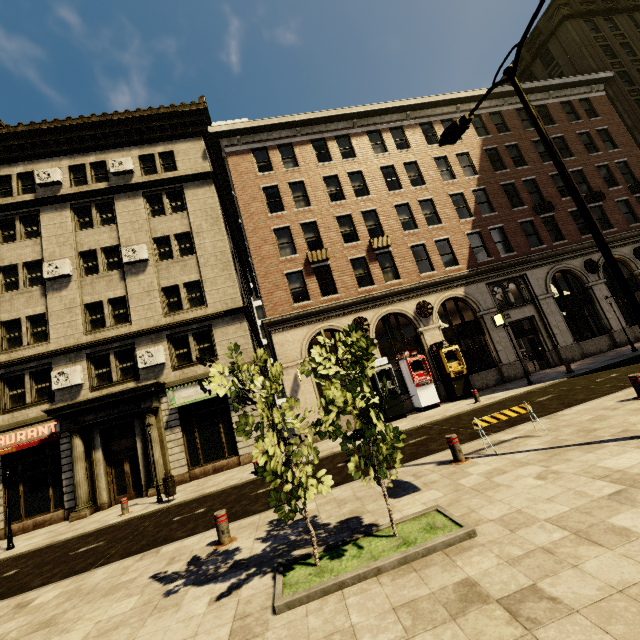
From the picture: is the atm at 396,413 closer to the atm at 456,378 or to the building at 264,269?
the building at 264,269

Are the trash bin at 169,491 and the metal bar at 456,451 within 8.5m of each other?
no

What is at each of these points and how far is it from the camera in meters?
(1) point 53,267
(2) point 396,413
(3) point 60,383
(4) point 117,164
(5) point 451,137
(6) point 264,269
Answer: (1) air conditioner, 17.2
(2) atm, 16.1
(3) air conditioner, 15.7
(4) air conditioner, 19.2
(5) street light, 8.8
(6) building, 18.7

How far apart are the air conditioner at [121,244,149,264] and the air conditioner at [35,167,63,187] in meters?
5.7

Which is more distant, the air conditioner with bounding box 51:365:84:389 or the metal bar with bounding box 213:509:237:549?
the air conditioner with bounding box 51:365:84:389

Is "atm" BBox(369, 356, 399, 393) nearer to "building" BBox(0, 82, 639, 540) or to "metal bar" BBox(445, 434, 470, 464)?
"building" BBox(0, 82, 639, 540)

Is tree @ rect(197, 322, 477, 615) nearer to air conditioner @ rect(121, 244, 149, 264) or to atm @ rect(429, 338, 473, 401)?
atm @ rect(429, 338, 473, 401)

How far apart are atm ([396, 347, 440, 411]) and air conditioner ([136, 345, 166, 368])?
12.4 meters
